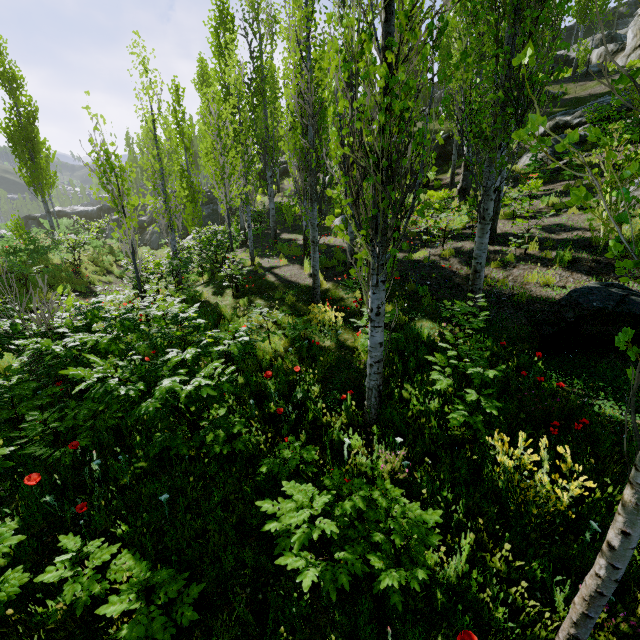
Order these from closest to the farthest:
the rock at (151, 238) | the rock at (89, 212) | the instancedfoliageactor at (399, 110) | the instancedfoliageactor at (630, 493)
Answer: the instancedfoliageactor at (630, 493), the instancedfoliageactor at (399, 110), the rock at (151, 238), the rock at (89, 212)

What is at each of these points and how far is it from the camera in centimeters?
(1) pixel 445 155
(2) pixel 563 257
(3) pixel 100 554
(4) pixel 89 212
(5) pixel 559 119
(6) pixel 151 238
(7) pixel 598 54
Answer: (1) rock, 2070cm
(2) instancedfoliageactor, 722cm
(3) instancedfoliageactor, 274cm
(4) rock, 3494cm
(5) rock, 1695cm
(6) rock, 2858cm
(7) rock, 2578cm

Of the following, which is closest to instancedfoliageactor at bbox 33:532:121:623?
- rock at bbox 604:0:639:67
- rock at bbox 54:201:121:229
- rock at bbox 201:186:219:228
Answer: rock at bbox 201:186:219:228

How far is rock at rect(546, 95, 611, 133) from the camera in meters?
16.0

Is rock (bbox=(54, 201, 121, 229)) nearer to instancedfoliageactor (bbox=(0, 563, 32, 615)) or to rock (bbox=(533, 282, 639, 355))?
instancedfoliageactor (bbox=(0, 563, 32, 615))

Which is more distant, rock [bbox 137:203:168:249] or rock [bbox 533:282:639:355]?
rock [bbox 137:203:168:249]

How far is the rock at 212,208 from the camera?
28.25m

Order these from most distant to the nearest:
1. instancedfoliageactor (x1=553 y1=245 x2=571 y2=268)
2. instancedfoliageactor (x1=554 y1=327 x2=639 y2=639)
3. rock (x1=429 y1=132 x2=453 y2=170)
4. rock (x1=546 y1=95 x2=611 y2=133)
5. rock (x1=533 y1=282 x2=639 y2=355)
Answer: rock (x1=429 y1=132 x2=453 y2=170) < rock (x1=546 y1=95 x2=611 y2=133) < instancedfoliageactor (x1=553 y1=245 x2=571 y2=268) < rock (x1=533 y1=282 x2=639 y2=355) < instancedfoliageactor (x1=554 y1=327 x2=639 y2=639)
